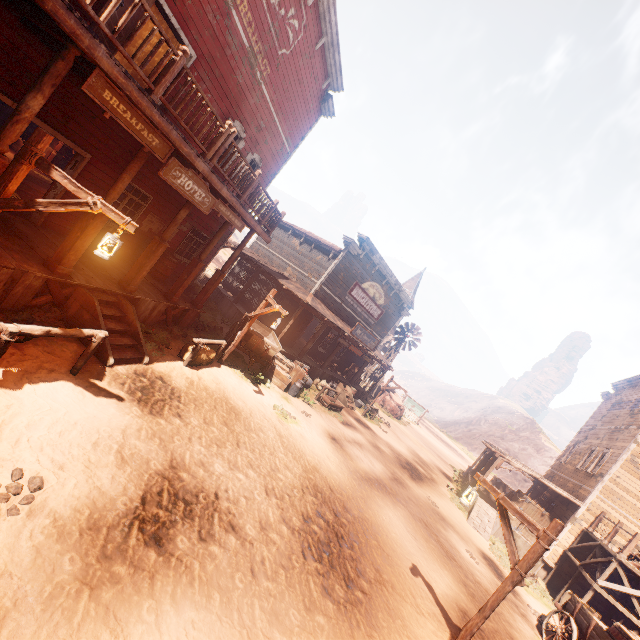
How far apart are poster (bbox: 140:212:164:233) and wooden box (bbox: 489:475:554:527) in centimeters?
2316cm

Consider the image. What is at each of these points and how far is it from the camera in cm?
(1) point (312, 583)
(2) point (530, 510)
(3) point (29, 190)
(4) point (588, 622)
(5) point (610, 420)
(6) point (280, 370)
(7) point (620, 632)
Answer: (1) z, 544
(2) wooden box, 1666
(3) building, 1084
(4) carraige, 909
(5) building, 2023
(6) wooden box, 1441
(7) barrel, 847

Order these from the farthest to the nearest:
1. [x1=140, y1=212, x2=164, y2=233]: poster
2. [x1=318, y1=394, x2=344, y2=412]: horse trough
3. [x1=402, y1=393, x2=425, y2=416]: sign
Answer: [x1=402, y1=393, x2=425, y2=416]: sign, [x1=318, y1=394, x2=344, y2=412]: horse trough, [x1=140, y1=212, x2=164, y2=233]: poster

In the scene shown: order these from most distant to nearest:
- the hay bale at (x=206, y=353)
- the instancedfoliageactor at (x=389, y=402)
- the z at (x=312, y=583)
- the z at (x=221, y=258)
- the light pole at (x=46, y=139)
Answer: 1. the z at (x=221, y=258)
2. the instancedfoliageactor at (x=389, y=402)
3. the hay bale at (x=206, y=353)
4. the light pole at (x=46, y=139)
5. the z at (x=312, y=583)

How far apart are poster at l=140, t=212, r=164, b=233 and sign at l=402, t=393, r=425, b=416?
33.98m

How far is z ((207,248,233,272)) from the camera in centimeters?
3817cm

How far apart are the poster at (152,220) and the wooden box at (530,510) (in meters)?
23.16

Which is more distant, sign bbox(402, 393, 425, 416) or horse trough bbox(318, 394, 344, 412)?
sign bbox(402, 393, 425, 416)
